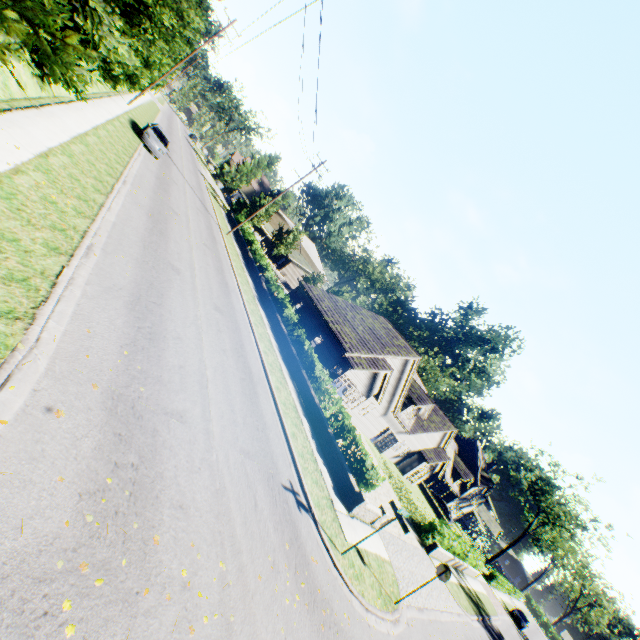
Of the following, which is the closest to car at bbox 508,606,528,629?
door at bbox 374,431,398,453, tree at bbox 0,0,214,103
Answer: tree at bbox 0,0,214,103

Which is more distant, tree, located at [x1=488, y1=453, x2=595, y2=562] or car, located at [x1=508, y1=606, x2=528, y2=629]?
tree, located at [x1=488, y1=453, x2=595, y2=562]

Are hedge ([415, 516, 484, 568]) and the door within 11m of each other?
yes

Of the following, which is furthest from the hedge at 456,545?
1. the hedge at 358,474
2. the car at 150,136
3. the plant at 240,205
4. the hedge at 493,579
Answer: the plant at 240,205

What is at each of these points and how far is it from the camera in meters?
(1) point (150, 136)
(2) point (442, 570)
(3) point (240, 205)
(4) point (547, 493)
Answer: (1) car, 23.1 m
(2) sign, 11.3 m
(3) plant, 48.9 m
(4) tree, 54.1 m

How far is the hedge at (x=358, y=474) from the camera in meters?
14.5 m

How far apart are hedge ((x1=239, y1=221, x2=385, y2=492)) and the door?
14.4m

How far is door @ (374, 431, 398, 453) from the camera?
30.58m
